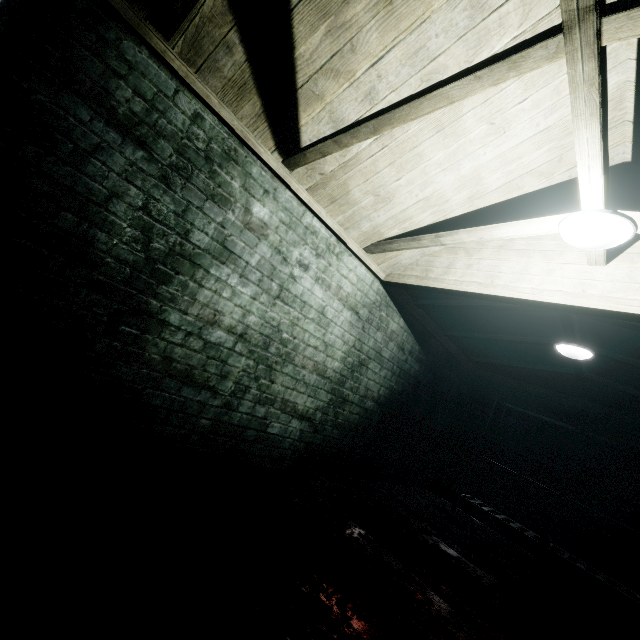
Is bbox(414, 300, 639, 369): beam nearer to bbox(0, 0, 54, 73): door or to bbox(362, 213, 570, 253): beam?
bbox(362, 213, 570, 253): beam

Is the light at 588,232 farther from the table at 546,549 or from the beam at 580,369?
the table at 546,549

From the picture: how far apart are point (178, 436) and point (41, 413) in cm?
76

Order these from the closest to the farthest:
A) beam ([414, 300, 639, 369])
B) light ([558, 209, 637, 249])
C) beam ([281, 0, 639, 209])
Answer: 1. beam ([281, 0, 639, 209])
2. light ([558, 209, 637, 249])
3. beam ([414, 300, 639, 369])

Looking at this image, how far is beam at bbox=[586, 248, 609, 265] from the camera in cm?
197

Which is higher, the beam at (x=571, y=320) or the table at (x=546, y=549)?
the beam at (x=571, y=320)

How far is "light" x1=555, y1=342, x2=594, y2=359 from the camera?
3.27m

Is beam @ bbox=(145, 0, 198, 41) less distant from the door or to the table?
the door
